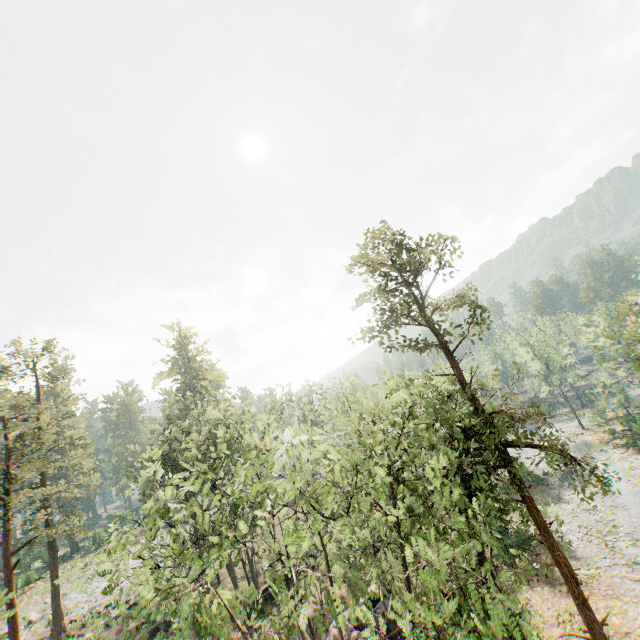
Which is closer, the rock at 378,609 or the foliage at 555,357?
the rock at 378,609

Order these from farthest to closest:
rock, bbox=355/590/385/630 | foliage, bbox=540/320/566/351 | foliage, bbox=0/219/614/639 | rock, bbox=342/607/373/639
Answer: foliage, bbox=540/320/566/351
rock, bbox=355/590/385/630
rock, bbox=342/607/373/639
foliage, bbox=0/219/614/639

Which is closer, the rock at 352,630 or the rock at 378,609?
the rock at 352,630

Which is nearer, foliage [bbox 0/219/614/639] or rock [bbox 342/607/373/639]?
foliage [bbox 0/219/614/639]

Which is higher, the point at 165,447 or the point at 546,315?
the point at 546,315

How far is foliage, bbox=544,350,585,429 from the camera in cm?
5669
